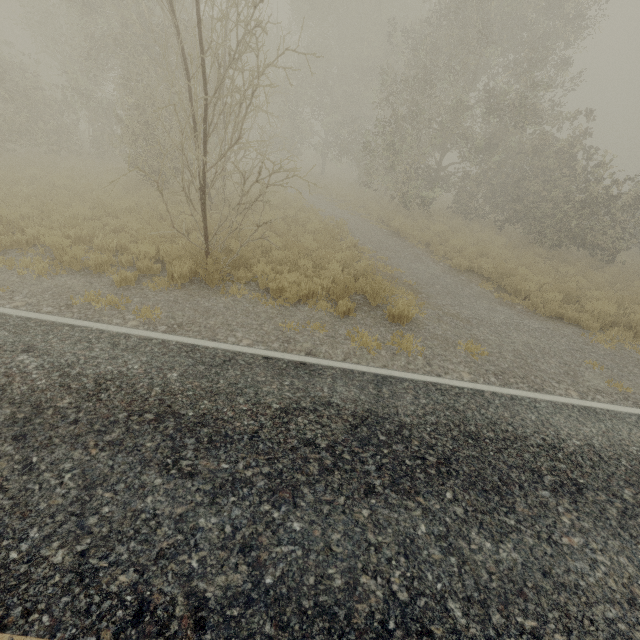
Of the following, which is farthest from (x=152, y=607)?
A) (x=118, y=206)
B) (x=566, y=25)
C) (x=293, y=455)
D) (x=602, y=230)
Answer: (x=566, y=25)
